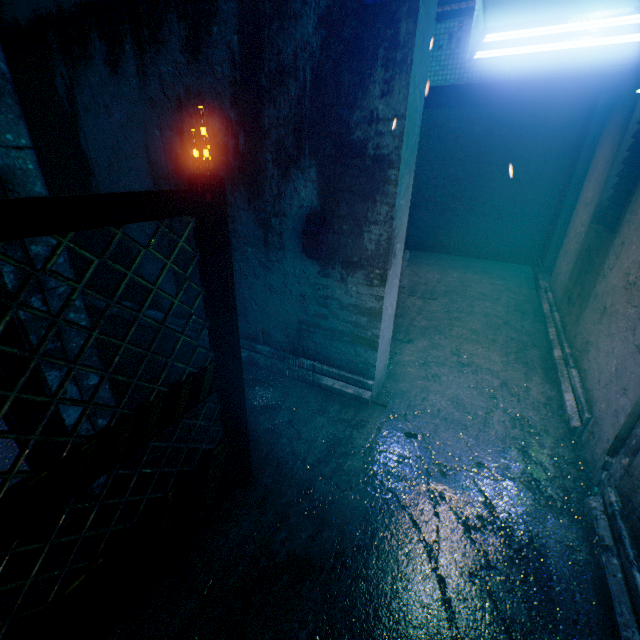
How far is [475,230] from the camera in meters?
7.4

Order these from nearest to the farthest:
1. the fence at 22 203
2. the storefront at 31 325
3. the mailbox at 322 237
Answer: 1. the fence at 22 203
2. the storefront at 31 325
3. the mailbox at 322 237

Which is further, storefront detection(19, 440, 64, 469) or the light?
storefront detection(19, 440, 64, 469)

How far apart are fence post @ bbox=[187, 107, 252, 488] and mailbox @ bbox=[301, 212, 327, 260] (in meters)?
1.04

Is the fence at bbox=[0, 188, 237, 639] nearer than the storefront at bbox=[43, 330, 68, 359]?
Yes

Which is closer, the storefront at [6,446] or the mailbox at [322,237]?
the storefront at [6,446]

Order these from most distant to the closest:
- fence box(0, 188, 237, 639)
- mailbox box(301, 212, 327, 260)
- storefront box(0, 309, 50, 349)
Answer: mailbox box(301, 212, 327, 260)
storefront box(0, 309, 50, 349)
fence box(0, 188, 237, 639)

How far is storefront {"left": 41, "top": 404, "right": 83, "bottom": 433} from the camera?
1.7 meters
